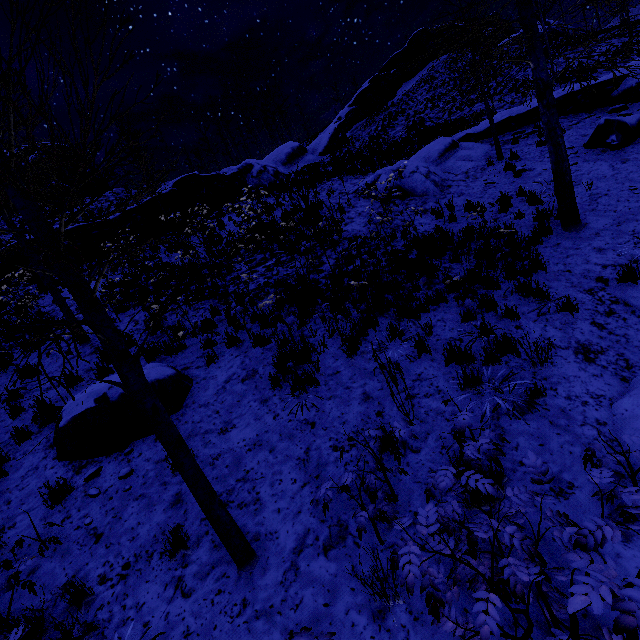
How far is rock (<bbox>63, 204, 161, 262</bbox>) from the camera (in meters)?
14.62

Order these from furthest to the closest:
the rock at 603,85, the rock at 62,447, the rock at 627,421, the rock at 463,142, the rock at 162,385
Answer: the rock at 463,142 < the rock at 603,85 < the rock at 162,385 < the rock at 62,447 < the rock at 627,421

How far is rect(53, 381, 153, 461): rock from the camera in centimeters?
501cm

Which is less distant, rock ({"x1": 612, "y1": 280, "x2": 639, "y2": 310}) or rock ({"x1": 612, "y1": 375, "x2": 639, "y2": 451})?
rock ({"x1": 612, "y1": 375, "x2": 639, "y2": 451})

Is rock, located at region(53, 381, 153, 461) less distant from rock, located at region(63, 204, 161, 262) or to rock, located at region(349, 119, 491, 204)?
rock, located at region(349, 119, 491, 204)

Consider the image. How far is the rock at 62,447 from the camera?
5.01m

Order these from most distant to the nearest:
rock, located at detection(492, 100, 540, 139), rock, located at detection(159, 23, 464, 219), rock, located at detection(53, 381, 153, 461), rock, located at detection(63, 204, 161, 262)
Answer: rock, located at detection(159, 23, 464, 219), rock, located at detection(63, 204, 161, 262), rock, located at detection(492, 100, 540, 139), rock, located at detection(53, 381, 153, 461)

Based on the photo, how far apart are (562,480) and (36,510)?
6.68m
